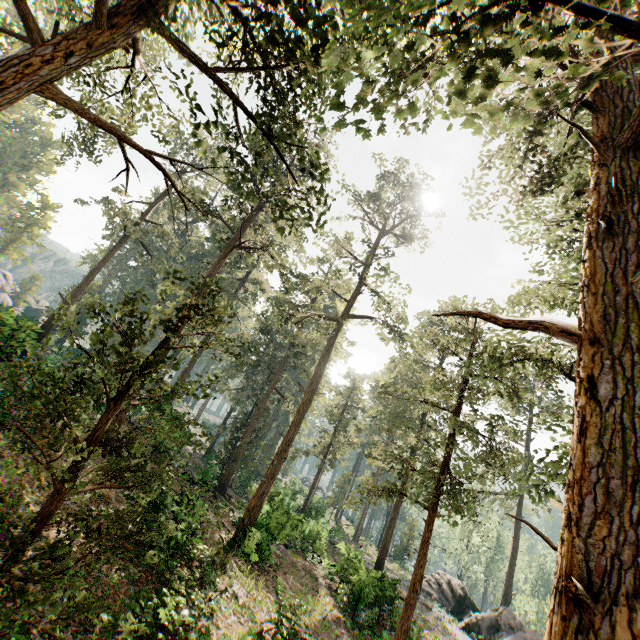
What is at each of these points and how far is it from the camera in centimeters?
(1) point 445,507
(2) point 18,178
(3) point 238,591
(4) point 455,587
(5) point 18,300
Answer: (1) foliage, 1594cm
(2) foliage, 5828cm
(3) foliage, 1441cm
(4) rock, 3453cm
(5) foliage, 5828cm

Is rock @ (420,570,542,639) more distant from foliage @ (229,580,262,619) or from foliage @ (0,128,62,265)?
foliage @ (229,580,262,619)

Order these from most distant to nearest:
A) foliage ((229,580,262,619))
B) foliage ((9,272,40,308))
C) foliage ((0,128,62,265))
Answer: foliage ((9,272,40,308)), foliage ((0,128,62,265)), foliage ((229,580,262,619))

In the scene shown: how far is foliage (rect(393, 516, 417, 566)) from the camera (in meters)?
45.28

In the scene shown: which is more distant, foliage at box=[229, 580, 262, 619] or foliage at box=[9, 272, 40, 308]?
foliage at box=[9, 272, 40, 308]

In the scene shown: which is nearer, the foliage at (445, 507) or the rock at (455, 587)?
the foliage at (445, 507)

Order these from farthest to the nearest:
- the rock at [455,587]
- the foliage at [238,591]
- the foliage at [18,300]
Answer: the foliage at [18,300]
the rock at [455,587]
the foliage at [238,591]
